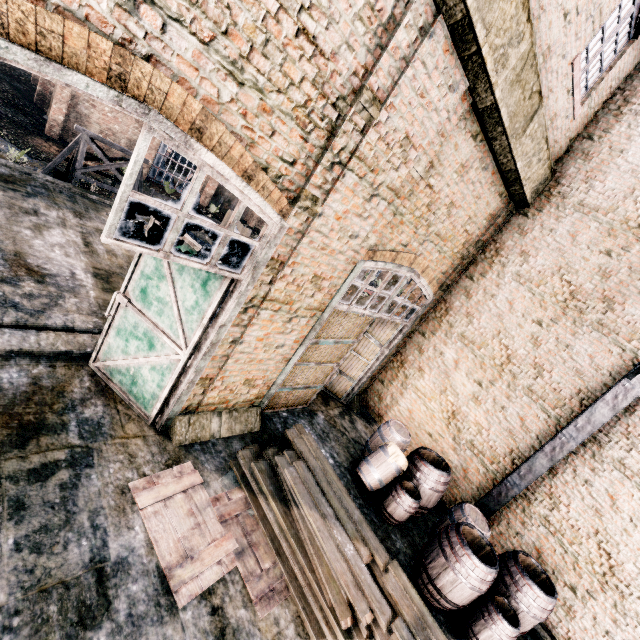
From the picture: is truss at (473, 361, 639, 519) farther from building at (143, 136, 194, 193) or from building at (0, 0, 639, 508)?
building at (143, 136, 194, 193)

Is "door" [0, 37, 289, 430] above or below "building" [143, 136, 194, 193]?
above

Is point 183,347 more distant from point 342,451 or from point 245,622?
point 342,451

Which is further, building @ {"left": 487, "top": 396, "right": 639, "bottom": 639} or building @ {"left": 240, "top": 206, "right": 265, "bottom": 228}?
building @ {"left": 240, "top": 206, "right": 265, "bottom": 228}

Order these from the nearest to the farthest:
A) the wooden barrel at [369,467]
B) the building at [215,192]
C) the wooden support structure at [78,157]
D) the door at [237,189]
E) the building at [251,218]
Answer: the door at [237,189] < the wooden barrel at [369,467] < the wooden support structure at [78,157] < the building at [215,192] < the building at [251,218]

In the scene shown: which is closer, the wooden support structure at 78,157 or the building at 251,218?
the wooden support structure at 78,157

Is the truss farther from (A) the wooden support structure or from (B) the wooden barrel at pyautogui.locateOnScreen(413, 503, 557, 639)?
(A) the wooden support structure

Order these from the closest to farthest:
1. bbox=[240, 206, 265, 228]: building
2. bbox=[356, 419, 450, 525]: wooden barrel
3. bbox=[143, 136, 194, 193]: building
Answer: bbox=[356, 419, 450, 525]: wooden barrel
bbox=[143, 136, 194, 193]: building
bbox=[240, 206, 265, 228]: building
